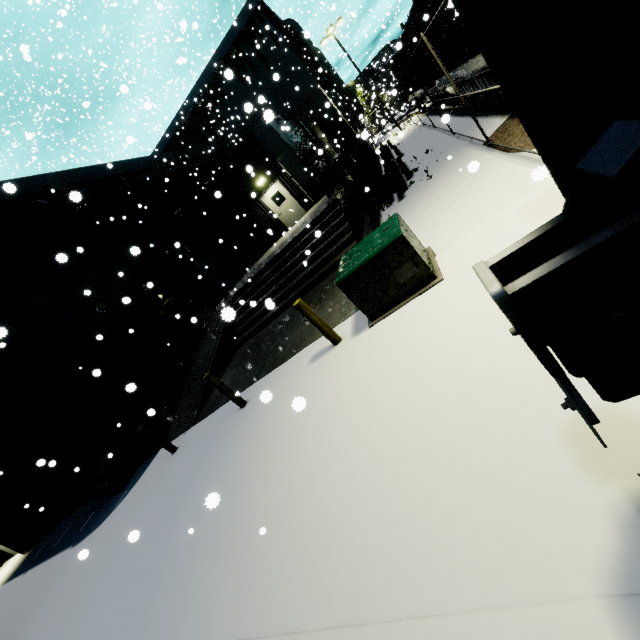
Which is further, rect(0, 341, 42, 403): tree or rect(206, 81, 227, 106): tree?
rect(206, 81, 227, 106): tree

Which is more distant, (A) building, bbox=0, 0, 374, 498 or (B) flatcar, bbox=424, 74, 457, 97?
(B) flatcar, bbox=424, 74, 457, 97

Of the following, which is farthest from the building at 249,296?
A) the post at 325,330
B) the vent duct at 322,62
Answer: the post at 325,330

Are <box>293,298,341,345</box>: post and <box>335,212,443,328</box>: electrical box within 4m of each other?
yes

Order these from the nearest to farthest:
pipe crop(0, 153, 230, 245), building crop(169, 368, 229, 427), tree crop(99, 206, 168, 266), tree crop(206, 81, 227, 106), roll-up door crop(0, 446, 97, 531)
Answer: building crop(169, 368, 229, 427) < pipe crop(0, 153, 230, 245) < roll-up door crop(0, 446, 97, 531) < tree crop(99, 206, 168, 266) < tree crop(206, 81, 227, 106)

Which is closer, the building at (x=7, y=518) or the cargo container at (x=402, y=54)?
the cargo container at (x=402, y=54)

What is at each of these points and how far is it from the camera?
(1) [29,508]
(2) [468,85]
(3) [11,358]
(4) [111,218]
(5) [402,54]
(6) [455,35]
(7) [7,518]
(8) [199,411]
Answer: (1) roll-up door, 14.1 meters
(2) flatcar, 10.5 meters
(3) tree, 10.3 meters
(4) tree, 13.4 meters
(5) cargo container, 17.8 meters
(6) cargo container, 9.0 meters
(7) building, 14.4 meters
(8) building, 10.4 meters

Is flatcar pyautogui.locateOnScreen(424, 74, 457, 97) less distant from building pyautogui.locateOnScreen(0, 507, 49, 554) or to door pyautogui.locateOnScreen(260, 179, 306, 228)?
building pyautogui.locateOnScreen(0, 507, 49, 554)
